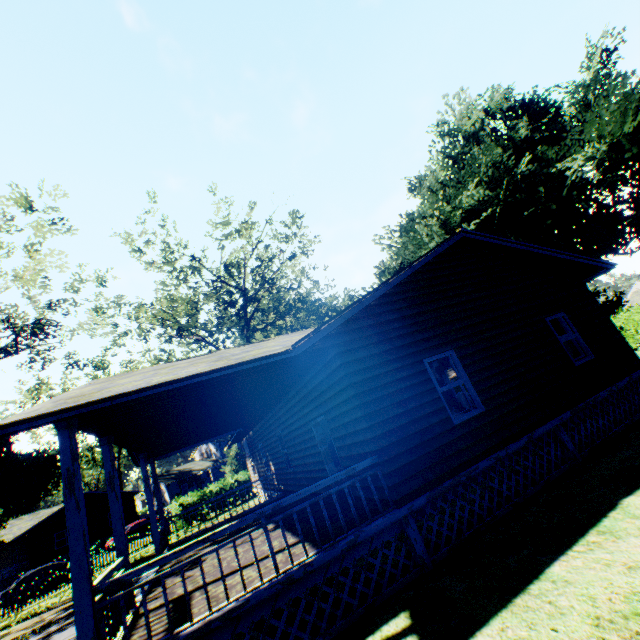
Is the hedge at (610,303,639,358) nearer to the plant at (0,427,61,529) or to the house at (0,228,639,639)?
the plant at (0,427,61,529)

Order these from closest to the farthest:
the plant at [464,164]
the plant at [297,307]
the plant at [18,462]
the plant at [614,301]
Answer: the plant at [464,164]
the plant at [297,307]
the plant at [614,301]
the plant at [18,462]

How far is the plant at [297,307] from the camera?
24.7 meters

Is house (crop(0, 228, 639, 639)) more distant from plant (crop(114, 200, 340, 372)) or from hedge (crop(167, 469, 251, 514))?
hedge (crop(167, 469, 251, 514))

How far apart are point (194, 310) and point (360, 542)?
26.8m

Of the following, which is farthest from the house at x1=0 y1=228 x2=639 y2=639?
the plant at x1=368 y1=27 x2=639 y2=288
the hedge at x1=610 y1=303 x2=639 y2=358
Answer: the hedge at x1=610 y1=303 x2=639 y2=358

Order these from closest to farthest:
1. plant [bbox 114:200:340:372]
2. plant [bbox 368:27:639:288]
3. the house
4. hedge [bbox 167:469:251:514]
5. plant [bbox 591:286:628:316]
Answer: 1. the house
2. plant [bbox 368:27:639:288]
3. plant [bbox 114:200:340:372]
4. hedge [bbox 167:469:251:514]
5. plant [bbox 591:286:628:316]
